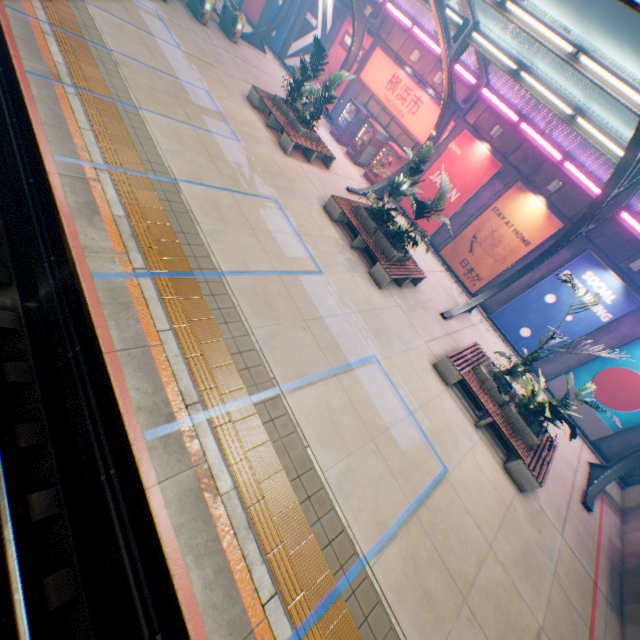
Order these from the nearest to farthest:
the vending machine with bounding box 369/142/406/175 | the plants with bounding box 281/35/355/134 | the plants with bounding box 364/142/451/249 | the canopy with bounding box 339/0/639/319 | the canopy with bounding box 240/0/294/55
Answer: the canopy with bounding box 339/0/639/319, the plants with bounding box 364/142/451/249, the plants with bounding box 281/35/355/134, the vending machine with bounding box 369/142/406/175, the canopy with bounding box 240/0/294/55

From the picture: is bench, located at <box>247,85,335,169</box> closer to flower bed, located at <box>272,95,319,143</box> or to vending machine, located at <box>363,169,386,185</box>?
flower bed, located at <box>272,95,319,143</box>

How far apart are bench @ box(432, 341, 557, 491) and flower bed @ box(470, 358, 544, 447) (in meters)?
0.03

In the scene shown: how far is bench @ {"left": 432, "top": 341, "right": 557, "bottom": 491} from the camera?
8.4m

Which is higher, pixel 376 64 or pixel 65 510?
pixel 376 64

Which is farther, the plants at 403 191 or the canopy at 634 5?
the plants at 403 191

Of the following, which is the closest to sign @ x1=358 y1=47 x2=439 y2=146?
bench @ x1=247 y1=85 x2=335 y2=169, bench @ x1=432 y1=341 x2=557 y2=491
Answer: bench @ x1=247 y1=85 x2=335 y2=169

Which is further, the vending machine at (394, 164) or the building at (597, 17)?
the building at (597, 17)
